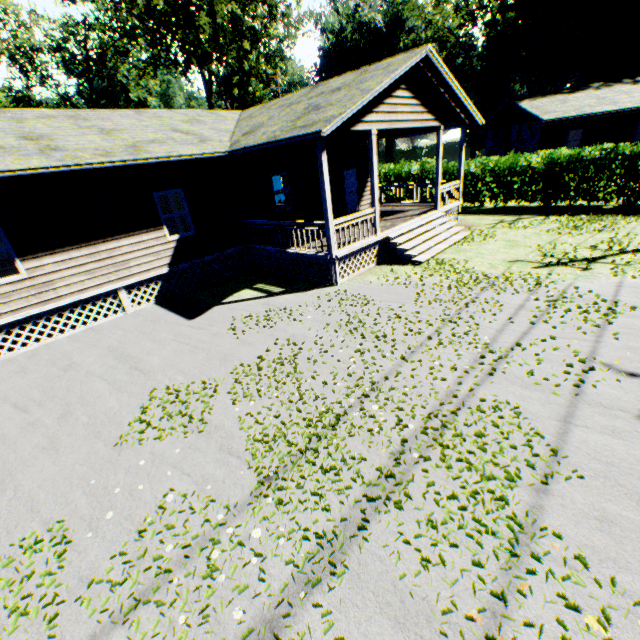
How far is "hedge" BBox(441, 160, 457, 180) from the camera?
19.5 meters

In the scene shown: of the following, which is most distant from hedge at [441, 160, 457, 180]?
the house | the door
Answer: the door

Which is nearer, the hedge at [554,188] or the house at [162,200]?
the house at [162,200]

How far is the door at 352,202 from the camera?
17.30m

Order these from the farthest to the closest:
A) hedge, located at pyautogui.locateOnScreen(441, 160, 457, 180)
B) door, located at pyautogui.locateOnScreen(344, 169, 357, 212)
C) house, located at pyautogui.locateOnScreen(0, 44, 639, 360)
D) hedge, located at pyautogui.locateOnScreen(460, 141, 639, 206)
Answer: hedge, located at pyautogui.locateOnScreen(441, 160, 457, 180) < door, located at pyautogui.locateOnScreen(344, 169, 357, 212) < hedge, located at pyautogui.locateOnScreen(460, 141, 639, 206) < house, located at pyautogui.locateOnScreen(0, 44, 639, 360)

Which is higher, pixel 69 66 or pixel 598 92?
pixel 69 66

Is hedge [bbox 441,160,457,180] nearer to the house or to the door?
the house
